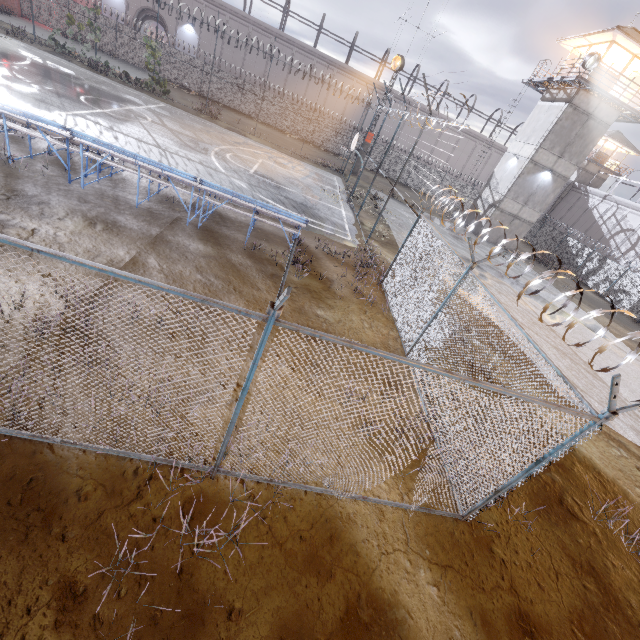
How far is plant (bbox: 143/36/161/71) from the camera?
22.8 meters

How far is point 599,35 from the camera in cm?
2155

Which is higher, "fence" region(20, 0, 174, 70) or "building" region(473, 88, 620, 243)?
"building" region(473, 88, 620, 243)

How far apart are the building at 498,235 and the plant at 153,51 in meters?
28.5

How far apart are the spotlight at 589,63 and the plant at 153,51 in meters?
28.8 m

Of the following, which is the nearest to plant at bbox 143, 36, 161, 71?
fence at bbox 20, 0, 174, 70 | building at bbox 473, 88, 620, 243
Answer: fence at bbox 20, 0, 174, 70

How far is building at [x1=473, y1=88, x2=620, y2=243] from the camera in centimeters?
2378cm

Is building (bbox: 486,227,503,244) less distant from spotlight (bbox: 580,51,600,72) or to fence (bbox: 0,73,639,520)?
spotlight (bbox: 580,51,600,72)
